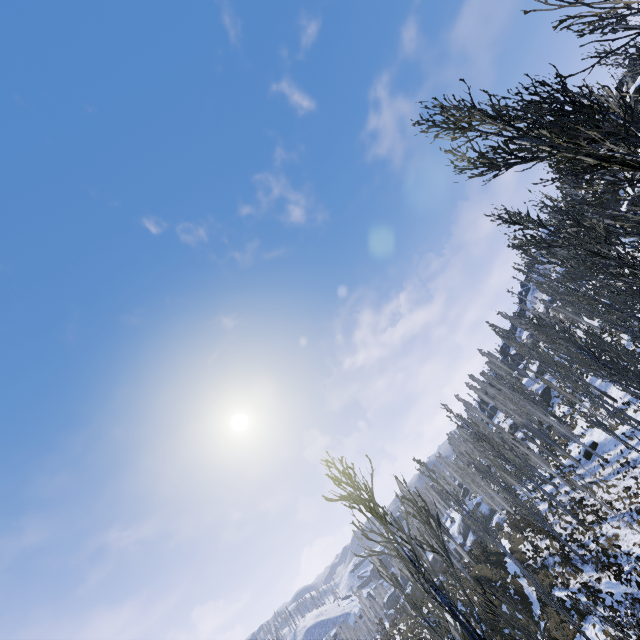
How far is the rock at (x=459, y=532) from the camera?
51.3m

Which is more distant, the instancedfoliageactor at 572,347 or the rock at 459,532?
the rock at 459,532

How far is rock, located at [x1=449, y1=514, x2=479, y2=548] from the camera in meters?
51.3

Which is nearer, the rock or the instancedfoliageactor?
the instancedfoliageactor

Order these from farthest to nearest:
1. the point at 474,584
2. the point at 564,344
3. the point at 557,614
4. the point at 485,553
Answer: the point at 564,344 < the point at 485,553 < the point at 474,584 < the point at 557,614
